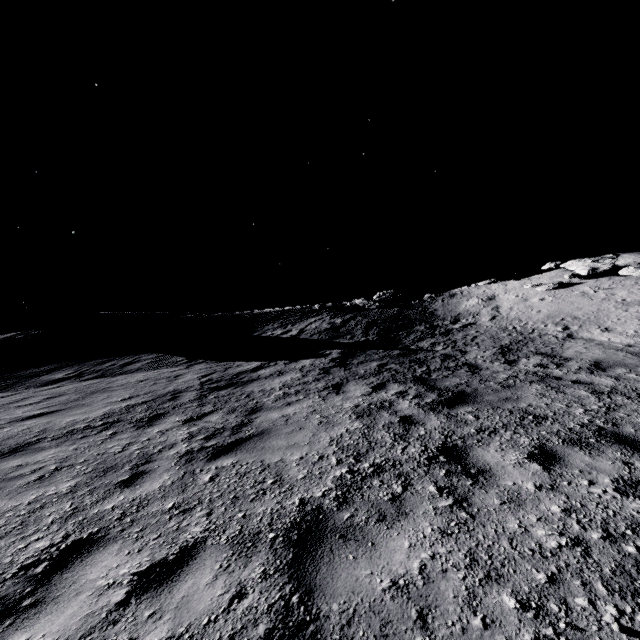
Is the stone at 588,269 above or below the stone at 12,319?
below

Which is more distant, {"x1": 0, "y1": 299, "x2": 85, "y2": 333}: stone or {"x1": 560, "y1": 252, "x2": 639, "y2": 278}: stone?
{"x1": 0, "y1": 299, "x2": 85, "y2": 333}: stone

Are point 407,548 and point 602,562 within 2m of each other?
yes

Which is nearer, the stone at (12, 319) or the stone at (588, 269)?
the stone at (588, 269)

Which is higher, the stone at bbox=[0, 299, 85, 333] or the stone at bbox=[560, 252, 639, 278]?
the stone at bbox=[0, 299, 85, 333]
